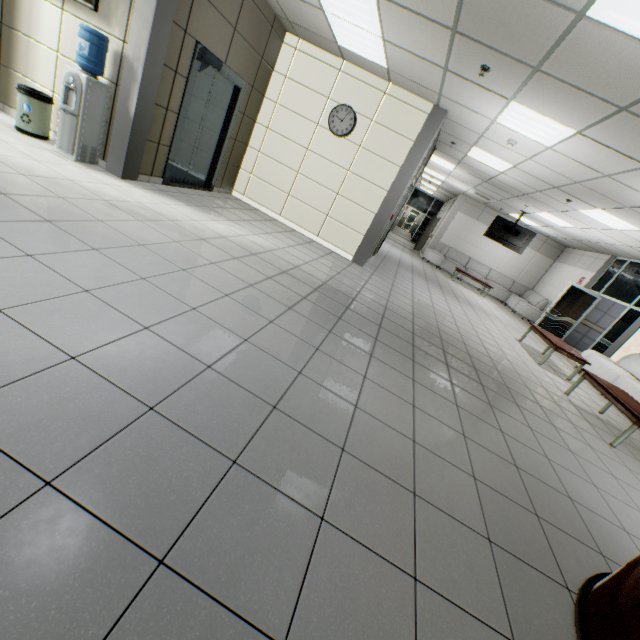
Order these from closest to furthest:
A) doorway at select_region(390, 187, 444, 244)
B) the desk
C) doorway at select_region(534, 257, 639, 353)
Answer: the desk, doorway at select_region(534, 257, 639, 353), doorway at select_region(390, 187, 444, 244)

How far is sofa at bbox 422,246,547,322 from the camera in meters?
12.8 m

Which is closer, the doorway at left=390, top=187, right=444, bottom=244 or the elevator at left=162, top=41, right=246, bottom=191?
the elevator at left=162, top=41, right=246, bottom=191

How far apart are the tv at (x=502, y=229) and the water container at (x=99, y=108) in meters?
11.9

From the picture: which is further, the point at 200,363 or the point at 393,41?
the point at 393,41

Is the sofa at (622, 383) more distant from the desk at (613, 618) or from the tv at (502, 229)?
the tv at (502, 229)

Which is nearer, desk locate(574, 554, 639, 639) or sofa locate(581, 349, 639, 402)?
desk locate(574, 554, 639, 639)

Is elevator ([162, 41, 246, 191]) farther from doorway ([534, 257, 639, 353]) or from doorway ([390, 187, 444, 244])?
doorway ([390, 187, 444, 244])
